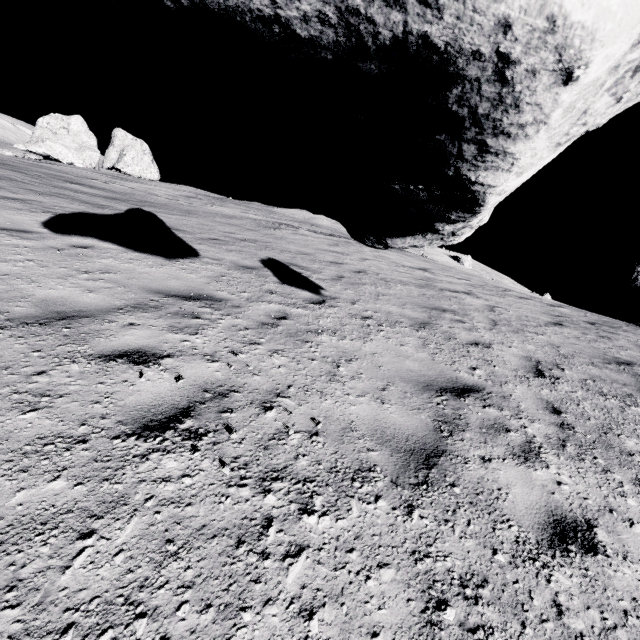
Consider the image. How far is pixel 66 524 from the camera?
1.7 meters

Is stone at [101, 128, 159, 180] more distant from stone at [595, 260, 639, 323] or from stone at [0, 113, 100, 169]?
stone at [595, 260, 639, 323]

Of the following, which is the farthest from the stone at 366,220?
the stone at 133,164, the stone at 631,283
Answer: the stone at 133,164

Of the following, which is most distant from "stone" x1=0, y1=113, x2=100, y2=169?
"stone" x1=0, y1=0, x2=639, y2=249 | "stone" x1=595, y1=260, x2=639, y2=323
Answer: "stone" x1=595, y1=260, x2=639, y2=323

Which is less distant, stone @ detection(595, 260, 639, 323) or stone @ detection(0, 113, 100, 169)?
stone @ detection(595, 260, 639, 323)

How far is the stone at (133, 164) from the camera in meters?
46.4

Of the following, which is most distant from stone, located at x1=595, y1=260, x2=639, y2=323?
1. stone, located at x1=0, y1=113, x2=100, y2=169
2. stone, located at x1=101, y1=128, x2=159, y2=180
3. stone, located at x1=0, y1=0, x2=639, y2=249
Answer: stone, located at x1=101, y1=128, x2=159, y2=180

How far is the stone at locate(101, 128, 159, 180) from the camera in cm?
4644
